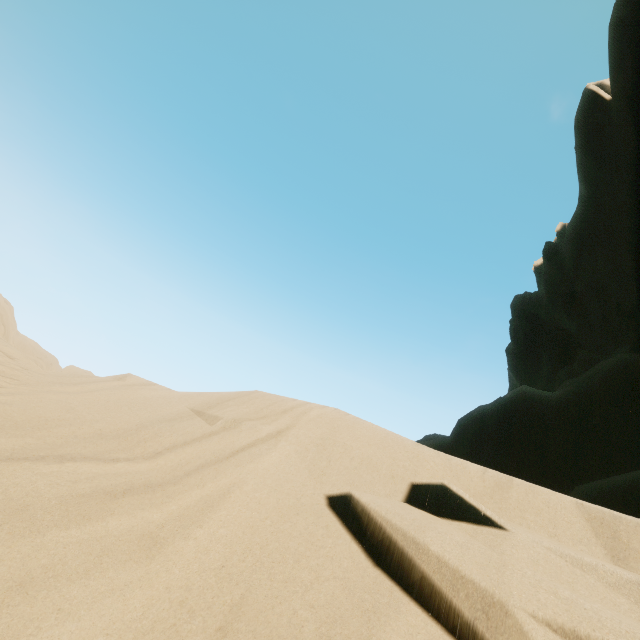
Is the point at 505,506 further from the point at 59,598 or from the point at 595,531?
the point at 59,598
